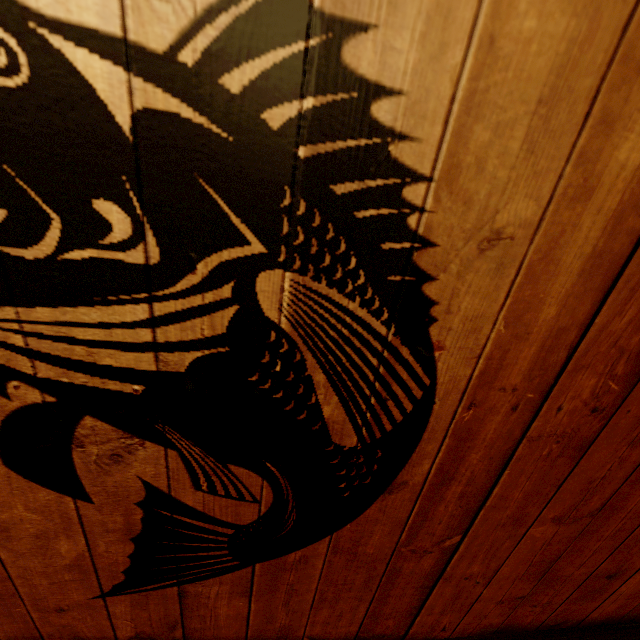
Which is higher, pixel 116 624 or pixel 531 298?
pixel 531 298
